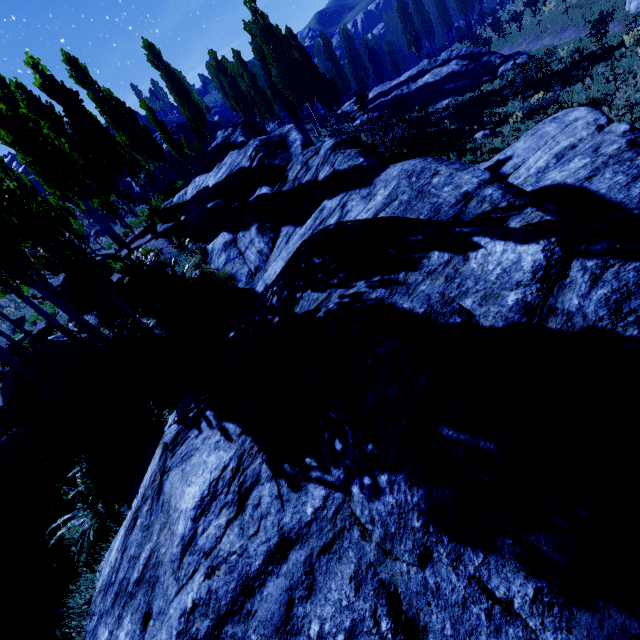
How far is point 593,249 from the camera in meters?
2.1

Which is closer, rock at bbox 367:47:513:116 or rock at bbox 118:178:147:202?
rock at bbox 367:47:513:116

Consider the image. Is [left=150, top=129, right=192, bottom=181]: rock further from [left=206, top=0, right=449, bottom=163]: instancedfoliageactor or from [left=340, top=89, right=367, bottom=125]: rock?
[left=340, top=89, right=367, bottom=125]: rock

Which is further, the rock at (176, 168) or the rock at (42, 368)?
the rock at (176, 168)

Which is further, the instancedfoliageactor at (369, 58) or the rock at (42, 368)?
the instancedfoliageactor at (369, 58)

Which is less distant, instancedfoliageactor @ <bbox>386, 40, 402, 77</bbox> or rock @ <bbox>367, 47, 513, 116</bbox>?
rock @ <bbox>367, 47, 513, 116</bbox>

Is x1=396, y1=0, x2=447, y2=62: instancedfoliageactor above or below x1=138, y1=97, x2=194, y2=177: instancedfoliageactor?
below

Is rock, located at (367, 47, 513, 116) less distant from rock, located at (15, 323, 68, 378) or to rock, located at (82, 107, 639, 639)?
rock, located at (82, 107, 639, 639)
